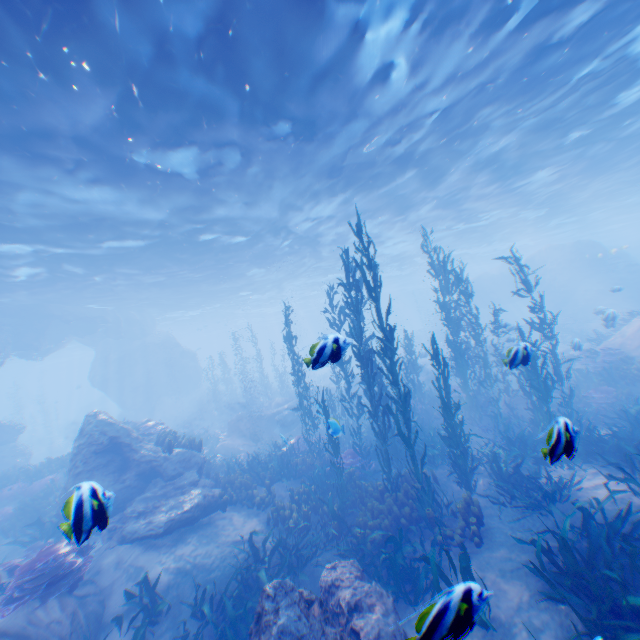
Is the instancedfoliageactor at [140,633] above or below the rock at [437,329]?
below

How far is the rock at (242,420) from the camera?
18.94m

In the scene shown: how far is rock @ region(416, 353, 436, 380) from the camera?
21.74m

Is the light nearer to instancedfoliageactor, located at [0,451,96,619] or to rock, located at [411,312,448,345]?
rock, located at [411,312,448,345]

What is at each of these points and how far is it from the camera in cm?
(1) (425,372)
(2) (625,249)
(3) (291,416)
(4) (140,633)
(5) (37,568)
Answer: (1) rock, 2786
(2) rock, 4900
(3) eel, 1988
(4) instancedfoliageactor, 645
(5) instancedfoliageactor, 699

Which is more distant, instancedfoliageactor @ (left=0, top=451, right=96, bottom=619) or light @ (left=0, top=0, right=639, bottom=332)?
light @ (left=0, top=0, right=639, bottom=332)

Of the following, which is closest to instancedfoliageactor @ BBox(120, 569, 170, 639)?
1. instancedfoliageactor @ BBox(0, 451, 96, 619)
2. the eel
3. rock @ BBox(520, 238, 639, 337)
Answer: rock @ BBox(520, 238, 639, 337)

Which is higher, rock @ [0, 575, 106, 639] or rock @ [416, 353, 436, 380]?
rock @ [416, 353, 436, 380]
